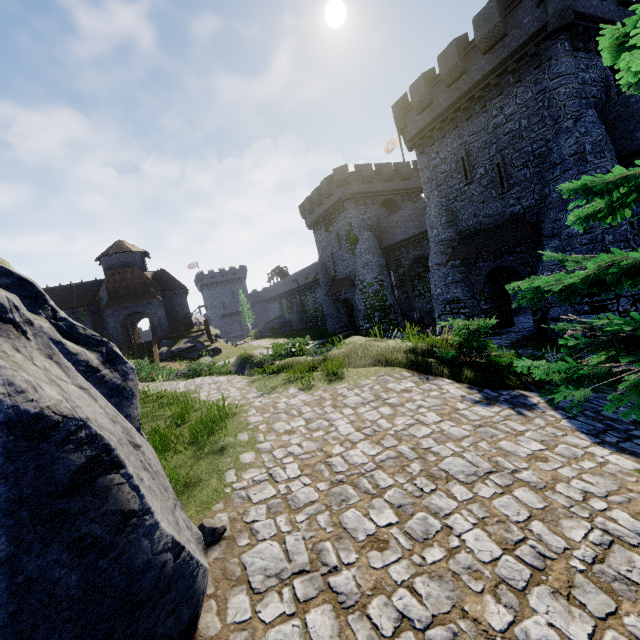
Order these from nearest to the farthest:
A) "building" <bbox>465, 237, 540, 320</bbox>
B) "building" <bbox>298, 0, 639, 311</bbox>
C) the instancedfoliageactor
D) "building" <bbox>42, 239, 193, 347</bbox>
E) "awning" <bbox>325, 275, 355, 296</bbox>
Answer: the instancedfoliageactor < "building" <bbox>298, 0, 639, 311</bbox> < "building" <bbox>465, 237, 540, 320</bbox> < "awning" <bbox>325, 275, 355, 296</bbox> < "building" <bbox>42, 239, 193, 347</bbox>

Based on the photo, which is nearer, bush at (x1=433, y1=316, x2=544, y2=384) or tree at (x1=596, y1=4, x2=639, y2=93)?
tree at (x1=596, y1=4, x2=639, y2=93)

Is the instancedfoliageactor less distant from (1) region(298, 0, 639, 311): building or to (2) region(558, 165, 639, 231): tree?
(2) region(558, 165, 639, 231): tree

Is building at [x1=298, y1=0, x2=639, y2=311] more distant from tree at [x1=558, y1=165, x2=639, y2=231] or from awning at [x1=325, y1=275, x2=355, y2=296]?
tree at [x1=558, y1=165, x2=639, y2=231]

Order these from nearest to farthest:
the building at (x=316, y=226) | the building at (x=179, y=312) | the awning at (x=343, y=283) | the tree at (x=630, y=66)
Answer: the tree at (x=630, y=66), the building at (x=316, y=226), the awning at (x=343, y=283), the building at (x=179, y=312)

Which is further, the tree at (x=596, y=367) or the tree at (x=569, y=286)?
the tree at (x=569, y=286)

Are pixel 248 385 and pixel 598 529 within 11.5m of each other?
yes

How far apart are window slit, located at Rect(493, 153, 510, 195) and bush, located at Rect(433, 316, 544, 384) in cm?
1312
